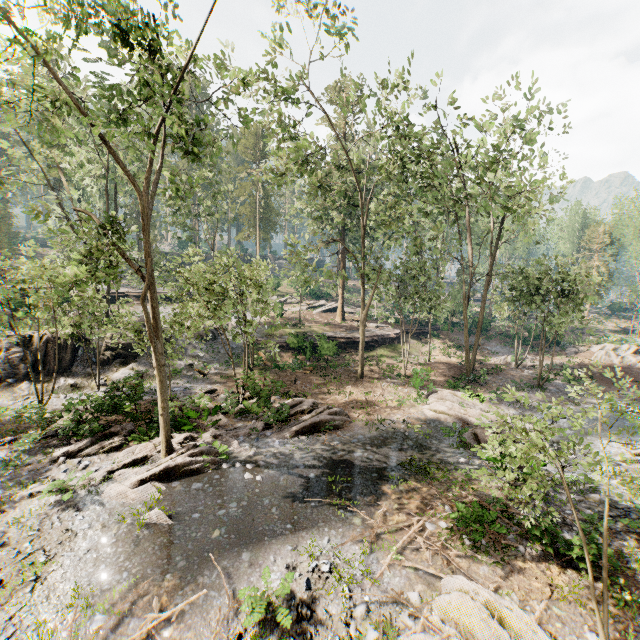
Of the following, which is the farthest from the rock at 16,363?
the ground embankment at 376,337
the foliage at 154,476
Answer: the ground embankment at 376,337

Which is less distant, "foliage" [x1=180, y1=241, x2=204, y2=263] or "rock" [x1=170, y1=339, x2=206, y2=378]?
"foliage" [x1=180, y1=241, x2=204, y2=263]

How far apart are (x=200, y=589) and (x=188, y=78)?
72.7m

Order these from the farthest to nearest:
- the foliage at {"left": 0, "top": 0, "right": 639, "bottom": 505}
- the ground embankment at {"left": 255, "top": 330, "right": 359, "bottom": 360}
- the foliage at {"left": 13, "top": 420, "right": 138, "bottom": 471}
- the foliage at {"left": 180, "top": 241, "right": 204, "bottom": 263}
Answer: the ground embankment at {"left": 255, "top": 330, "right": 359, "bottom": 360} → the foliage at {"left": 180, "top": 241, "right": 204, "bottom": 263} → the foliage at {"left": 13, "top": 420, "right": 138, "bottom": 471} → the foliage at {"left": 0, "top": 0, "right": 639, "bottom": 505}

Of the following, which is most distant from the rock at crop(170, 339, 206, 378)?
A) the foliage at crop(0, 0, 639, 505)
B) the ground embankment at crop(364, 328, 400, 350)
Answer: the ground embankment at crop(364, 328, 400, 350)

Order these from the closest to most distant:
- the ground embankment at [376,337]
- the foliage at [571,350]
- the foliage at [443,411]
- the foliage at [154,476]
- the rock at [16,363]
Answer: the foliage at [443,411] < the foliage at [154,476] < the rock at [16,363] < the ground embankment at [376,337] < the foliage at [571,350]
